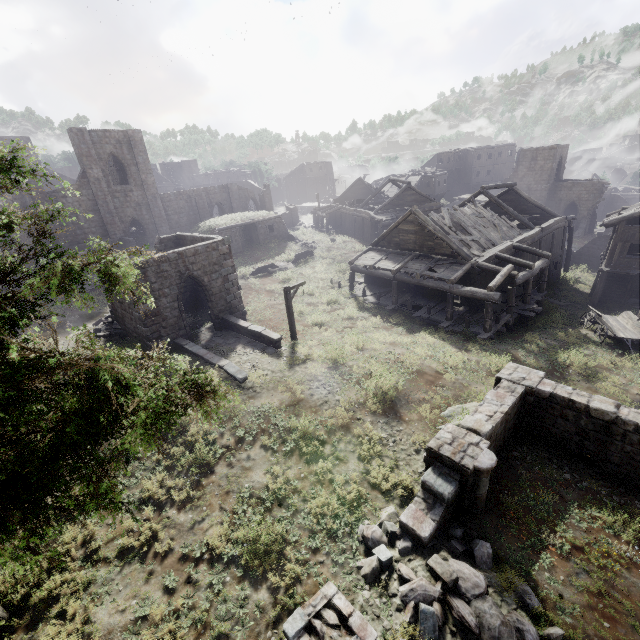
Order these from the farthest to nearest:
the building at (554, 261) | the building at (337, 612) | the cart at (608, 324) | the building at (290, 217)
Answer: the building at (290, 217) → the building at (554, 261) → the cart at (608, 324) → the building at (337, 612)

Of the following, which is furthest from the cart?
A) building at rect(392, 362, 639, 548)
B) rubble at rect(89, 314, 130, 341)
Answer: rubble at rect(89, 314, 130, 341)

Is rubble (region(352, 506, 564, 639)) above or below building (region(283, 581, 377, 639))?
below

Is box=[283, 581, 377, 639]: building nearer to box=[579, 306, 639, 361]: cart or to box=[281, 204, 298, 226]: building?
box=[281, 204, 298, 226]: building

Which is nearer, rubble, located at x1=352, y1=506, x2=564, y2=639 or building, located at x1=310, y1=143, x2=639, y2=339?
rubble, located at x1=352, y1=506, x2=564, y2=639

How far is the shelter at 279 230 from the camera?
32.6 meters

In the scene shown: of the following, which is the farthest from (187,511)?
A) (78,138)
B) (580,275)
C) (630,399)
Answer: (580,275)

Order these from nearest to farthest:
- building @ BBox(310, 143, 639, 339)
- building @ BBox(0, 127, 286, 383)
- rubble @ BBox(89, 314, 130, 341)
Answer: building @ BBox(0, 127, 286, 383) → rubble @ BBox(89, 314, 130, 341) → building @ BBox(310, 143, 639, 339)
